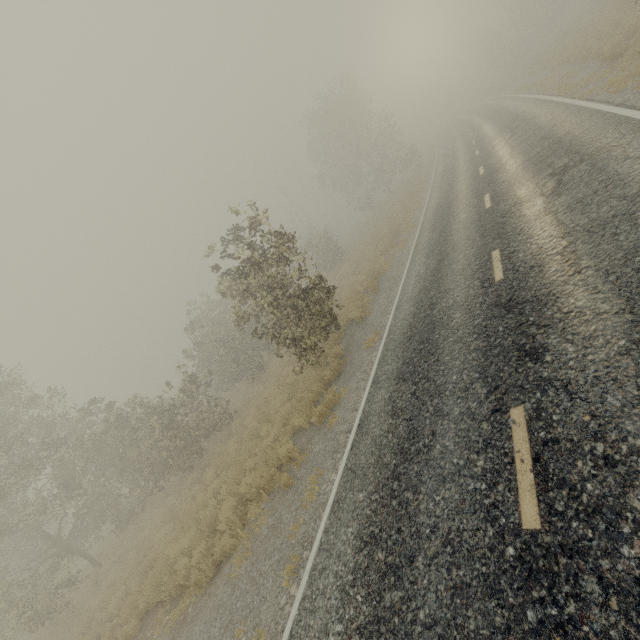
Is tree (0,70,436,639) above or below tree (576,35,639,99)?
above

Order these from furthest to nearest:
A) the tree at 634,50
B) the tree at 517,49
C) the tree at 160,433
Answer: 1. the tree at 517,49
2. the tree at 160,433
3. the tree at 634,50

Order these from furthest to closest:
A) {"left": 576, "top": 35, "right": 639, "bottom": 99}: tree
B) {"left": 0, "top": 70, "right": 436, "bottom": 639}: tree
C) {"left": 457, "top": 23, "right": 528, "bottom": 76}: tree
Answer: {"left": 457, "top": 23, "right": 528, "bottom": 76}: tree
{"left": 0, "top": 70, "right": 436, "bottom": 639}: tree
{"left": 576, "top": 35, "right": 639, "bottom": 99}: tree

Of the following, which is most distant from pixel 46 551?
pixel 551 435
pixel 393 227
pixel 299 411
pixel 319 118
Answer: pixel 319 118

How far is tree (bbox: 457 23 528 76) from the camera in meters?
39.6 m

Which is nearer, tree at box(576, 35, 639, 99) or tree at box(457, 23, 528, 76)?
tree at box(576, 35, 639, 99)

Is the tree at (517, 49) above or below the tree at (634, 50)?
above

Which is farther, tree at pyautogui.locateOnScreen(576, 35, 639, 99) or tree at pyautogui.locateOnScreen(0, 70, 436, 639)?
tree at pyautogui.locateOnScreen(0, 70, 436, 639)
